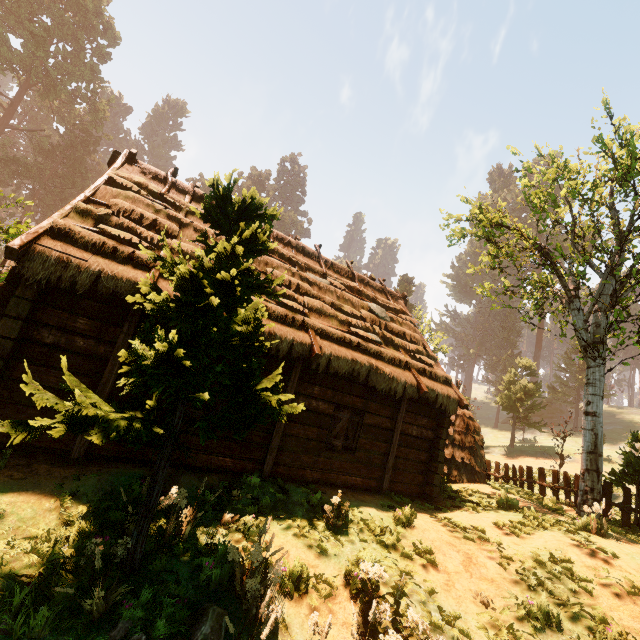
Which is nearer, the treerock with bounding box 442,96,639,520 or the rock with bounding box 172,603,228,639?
the rock with bounding box 172,603,228,639

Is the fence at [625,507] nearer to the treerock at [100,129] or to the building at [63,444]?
the treerock at [100,129]

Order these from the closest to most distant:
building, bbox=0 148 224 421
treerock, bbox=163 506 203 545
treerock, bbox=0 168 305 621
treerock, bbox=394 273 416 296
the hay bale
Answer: treerock, bbox=0 168 305 621 → treerock, bbox=163 506 203 545 → building, bbox=0 148 224 421 → the hay bale → treerock, bbox=394 273 416 296

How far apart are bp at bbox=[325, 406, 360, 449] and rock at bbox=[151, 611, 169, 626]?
4.86m

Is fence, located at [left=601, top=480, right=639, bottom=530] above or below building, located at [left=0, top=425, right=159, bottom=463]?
above

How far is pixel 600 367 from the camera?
12.40m

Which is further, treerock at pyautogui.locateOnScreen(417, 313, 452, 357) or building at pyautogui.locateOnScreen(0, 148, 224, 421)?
treerock at pyautogui.locateOnScreen(417, 313, 452, 357)

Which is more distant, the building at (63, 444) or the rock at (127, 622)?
the building at (63, 444)
